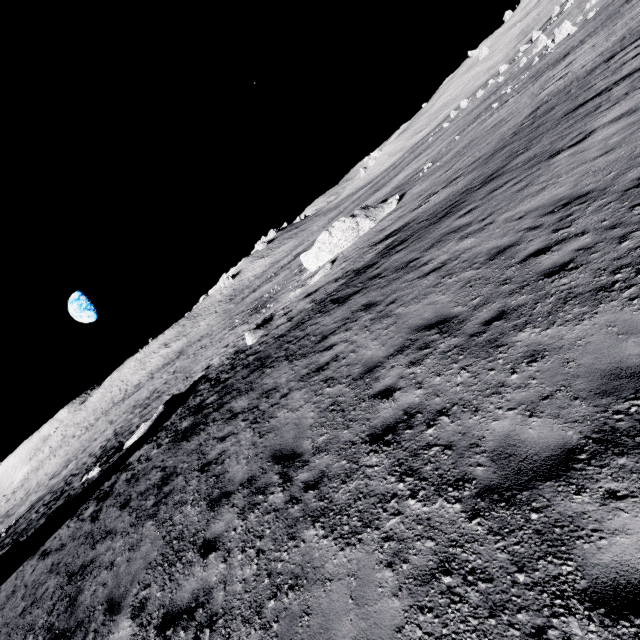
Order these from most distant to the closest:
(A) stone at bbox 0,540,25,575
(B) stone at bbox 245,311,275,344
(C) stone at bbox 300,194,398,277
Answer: (C) stone at bbox 300,194,398,277 < (B) stone at bbox 245,311,275,344 < (A) stone at bbox 0,540,25,575

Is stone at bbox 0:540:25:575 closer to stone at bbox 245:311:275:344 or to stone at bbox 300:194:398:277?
stone at bbox 245:311:275:344

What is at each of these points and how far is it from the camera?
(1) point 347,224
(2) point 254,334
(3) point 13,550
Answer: (1) stone, 25.9m
(2) stone, 20.9m
(3) stone, 14.2m

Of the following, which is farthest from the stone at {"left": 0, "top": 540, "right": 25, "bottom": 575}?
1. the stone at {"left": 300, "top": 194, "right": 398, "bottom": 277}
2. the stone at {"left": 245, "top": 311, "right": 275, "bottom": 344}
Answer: the stone at {"left": 300, "top": 194, "right": 398, "bottom": 277}

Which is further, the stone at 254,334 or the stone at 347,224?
the stone at 347,224

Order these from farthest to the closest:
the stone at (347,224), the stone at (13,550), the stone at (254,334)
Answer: the stone at (347,224) < the stone at (254,334) < the stone at (13,550)
